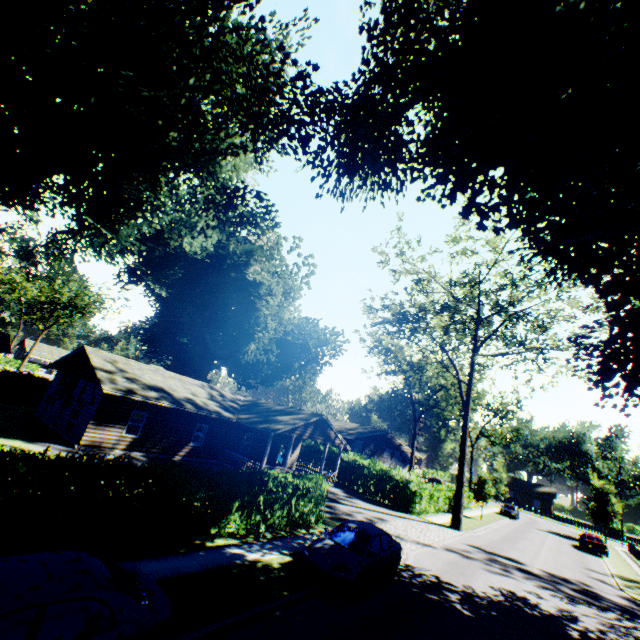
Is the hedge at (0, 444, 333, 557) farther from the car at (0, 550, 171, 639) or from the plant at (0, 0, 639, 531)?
the car at (0, 550, 171, 639)

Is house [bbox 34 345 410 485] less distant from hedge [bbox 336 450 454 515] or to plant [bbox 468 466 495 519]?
hedge [bbox 336 450 454 515]

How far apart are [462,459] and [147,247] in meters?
35.6 m

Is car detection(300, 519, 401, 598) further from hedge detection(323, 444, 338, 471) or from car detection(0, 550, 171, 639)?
car detection(0, 550, 171, 639)

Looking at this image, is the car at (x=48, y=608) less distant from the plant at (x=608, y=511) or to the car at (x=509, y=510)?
the car at (x=509, y=510)

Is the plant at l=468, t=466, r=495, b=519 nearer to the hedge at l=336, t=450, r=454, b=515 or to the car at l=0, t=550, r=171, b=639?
the hedge at l=336, t=450, r=454, b=515

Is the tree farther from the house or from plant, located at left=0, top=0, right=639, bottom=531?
the house

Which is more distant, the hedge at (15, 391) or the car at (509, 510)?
the car at (509, 510)
